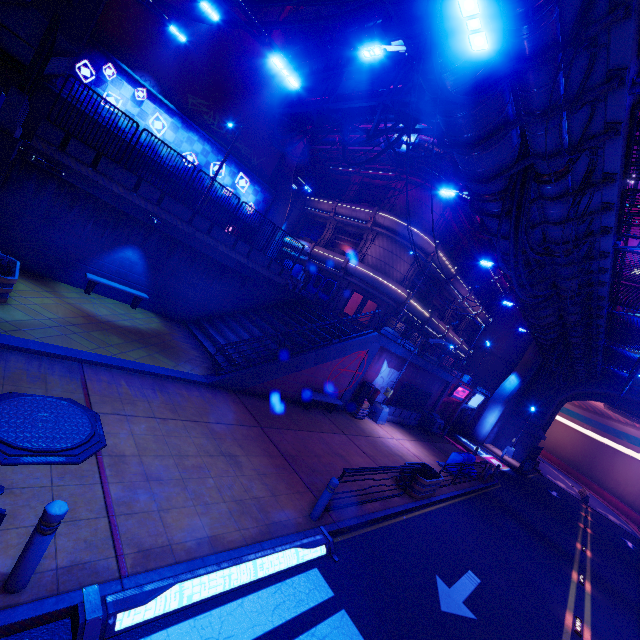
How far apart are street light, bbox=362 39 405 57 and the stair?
11.3m

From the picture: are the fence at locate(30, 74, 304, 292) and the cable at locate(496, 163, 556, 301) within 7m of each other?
no

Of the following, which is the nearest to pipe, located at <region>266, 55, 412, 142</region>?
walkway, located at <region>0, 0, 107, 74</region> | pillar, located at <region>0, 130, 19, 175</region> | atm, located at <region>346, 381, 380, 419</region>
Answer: walkway, located at <region>0, 0, 107, 74</region>

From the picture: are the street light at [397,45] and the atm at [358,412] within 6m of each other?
no

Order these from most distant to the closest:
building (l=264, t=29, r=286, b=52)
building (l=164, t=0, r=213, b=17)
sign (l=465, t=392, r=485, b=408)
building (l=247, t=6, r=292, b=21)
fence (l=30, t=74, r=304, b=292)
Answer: sign (l=465, t=392, r=485, b=408) < building (l=264, t=29, r=286, b=52) < building (l=247, t=6, r=292, b=21) < building (l=164, t=0, r=213, b=17) < fence (l=30, t=74, r=304, b=292)

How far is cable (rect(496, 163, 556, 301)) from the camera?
9.89m

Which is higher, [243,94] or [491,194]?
[243,94]

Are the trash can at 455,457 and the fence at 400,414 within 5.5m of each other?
yes
